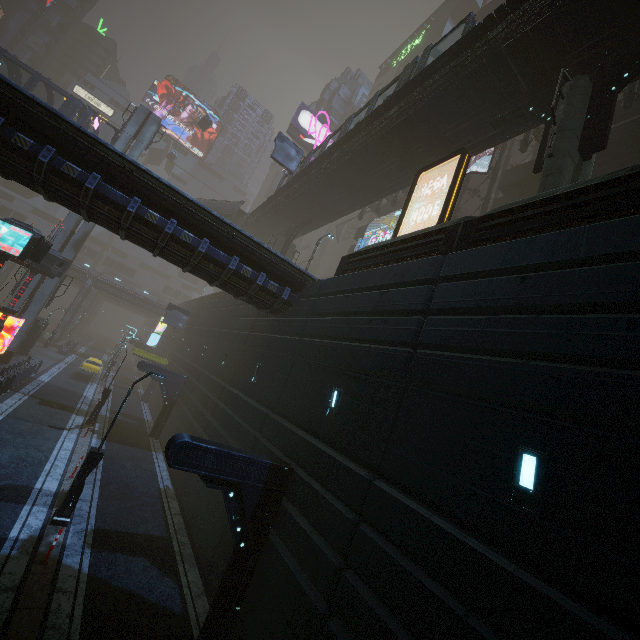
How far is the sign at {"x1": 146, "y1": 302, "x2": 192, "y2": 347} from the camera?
34.5m

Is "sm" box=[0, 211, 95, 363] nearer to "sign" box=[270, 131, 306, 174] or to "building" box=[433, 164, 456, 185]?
"building" box=[433, 164, 456, 185]

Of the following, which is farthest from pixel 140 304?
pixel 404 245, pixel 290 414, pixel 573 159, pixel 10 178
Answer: pixel 573 159

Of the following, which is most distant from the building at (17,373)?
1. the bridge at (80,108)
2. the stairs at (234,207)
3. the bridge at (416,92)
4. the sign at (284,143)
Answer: the sign at (284,143)

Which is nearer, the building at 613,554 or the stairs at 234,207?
the building at 613,554

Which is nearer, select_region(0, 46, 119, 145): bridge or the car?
select_region(0, 46, 119, 145): bridge

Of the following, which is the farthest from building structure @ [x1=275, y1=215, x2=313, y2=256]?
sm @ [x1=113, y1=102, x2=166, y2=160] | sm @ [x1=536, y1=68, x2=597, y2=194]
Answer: sm @ [x1=536, y1=68, x2=597, y2=194]

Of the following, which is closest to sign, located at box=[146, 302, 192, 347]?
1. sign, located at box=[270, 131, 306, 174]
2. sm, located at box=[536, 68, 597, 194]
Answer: sign, located at box=[270, 131, 306, 174]
